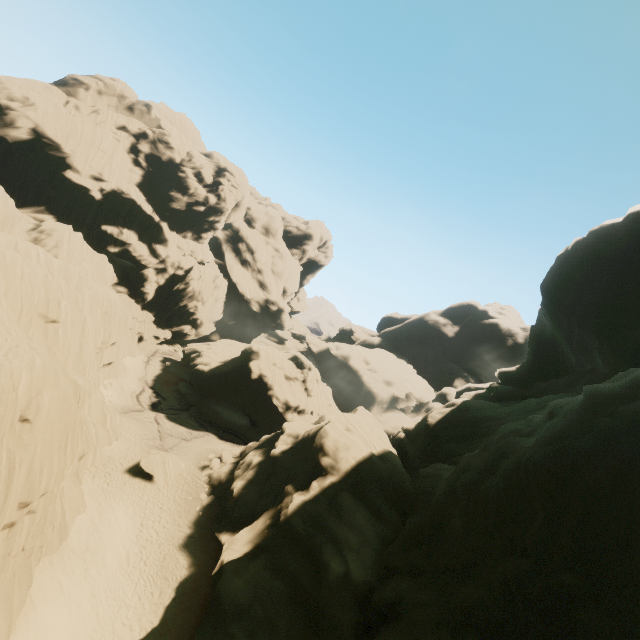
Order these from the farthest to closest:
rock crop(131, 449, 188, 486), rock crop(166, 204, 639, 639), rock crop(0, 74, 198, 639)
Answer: rock crop(131, 449, 188, 486) < rock crop(0, 74, 198, 639) < rock crop(166, 204, 639, 639)

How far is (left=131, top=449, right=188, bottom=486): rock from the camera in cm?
2831

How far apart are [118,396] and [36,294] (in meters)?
16.54

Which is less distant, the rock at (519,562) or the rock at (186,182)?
the rock at (519,562)

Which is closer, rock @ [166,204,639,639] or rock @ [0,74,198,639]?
rock @ [166,204,639,639]

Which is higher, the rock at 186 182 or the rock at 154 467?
the rock at 186 182
